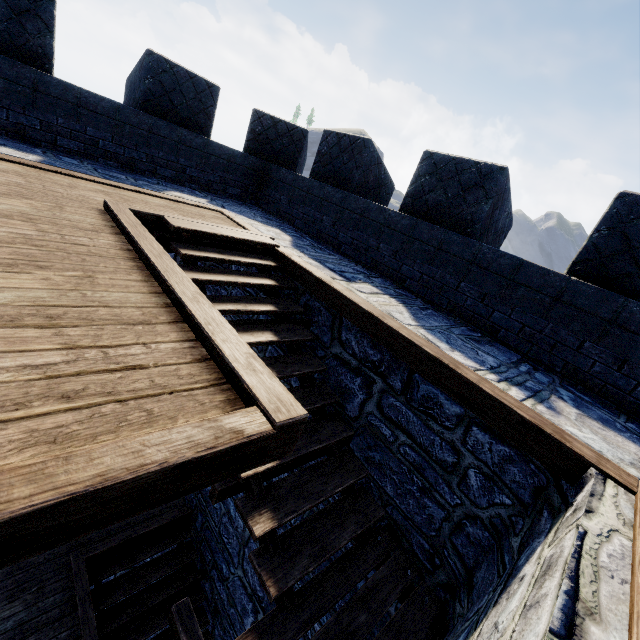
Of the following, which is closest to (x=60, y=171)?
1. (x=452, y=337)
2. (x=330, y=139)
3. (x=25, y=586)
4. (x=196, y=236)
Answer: (x=196, y=236)
